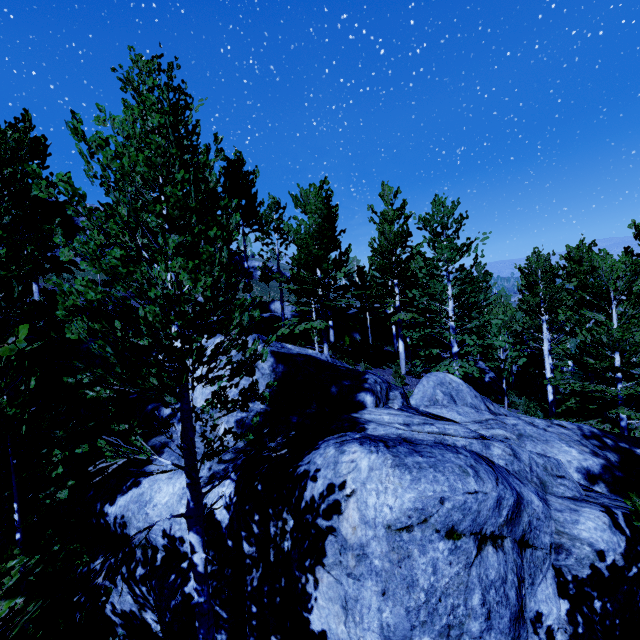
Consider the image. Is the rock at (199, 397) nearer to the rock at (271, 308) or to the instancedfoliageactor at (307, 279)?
the instancedfoliageactor at (307, 279)

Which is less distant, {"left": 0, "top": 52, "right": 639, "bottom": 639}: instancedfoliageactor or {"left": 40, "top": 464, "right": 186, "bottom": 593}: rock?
{"left": 0, "top": 52, "right": 639, "bottom": 639}: instancedfoliageactor

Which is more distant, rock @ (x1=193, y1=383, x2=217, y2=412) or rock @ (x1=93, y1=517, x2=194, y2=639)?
rock @ (x1=193, y1=383, x2=217, y2=412)

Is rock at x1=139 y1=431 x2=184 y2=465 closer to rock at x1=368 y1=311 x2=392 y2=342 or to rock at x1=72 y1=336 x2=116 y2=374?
rock at x1=72 y1=336 x2=116 y2=374

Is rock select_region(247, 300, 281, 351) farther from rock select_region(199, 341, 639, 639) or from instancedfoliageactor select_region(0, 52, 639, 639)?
rock select_region(199, 341, 639, 639)

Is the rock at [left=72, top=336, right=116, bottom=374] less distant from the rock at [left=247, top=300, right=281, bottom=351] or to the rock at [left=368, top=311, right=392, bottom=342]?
the rock at [left=247, top=300, right=281, bottom=351]

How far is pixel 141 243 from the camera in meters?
18.6

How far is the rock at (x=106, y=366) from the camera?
8.4m
